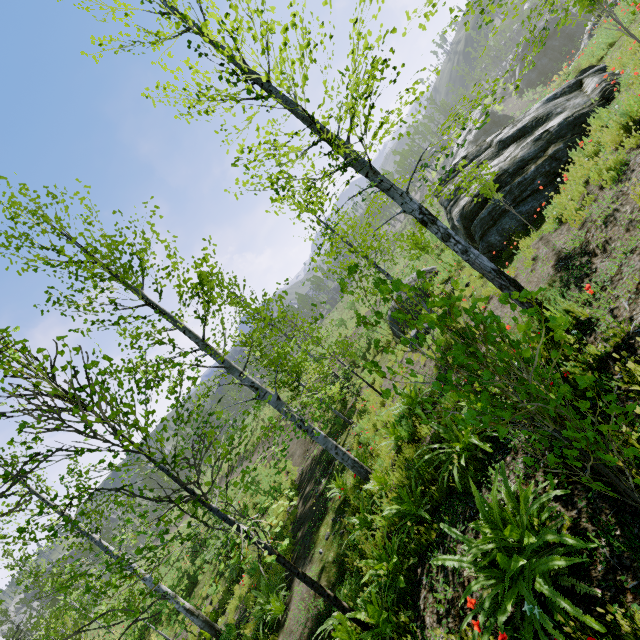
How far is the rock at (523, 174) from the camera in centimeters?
843cm

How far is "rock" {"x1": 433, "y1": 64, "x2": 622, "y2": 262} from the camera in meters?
8.4

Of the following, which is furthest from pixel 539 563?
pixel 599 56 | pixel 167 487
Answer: pixel 167 487
